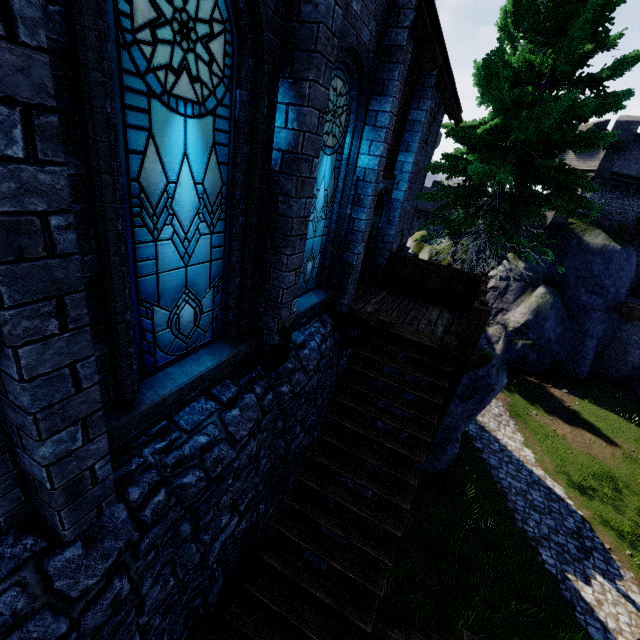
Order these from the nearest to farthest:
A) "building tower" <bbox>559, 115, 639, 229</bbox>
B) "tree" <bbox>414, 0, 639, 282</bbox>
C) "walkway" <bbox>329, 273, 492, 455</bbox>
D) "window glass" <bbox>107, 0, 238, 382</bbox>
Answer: "window glass" <bbox>107, 0, 238, 382</bbox>, "walkway" <bbox>329, 273, 492, 455</bbox>, "tree" <bbox>414, 0, 639, 282</bbox>, "building tower" <bbox>559, 115, 639, 229</bbox>

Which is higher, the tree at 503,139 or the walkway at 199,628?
the tree at 503,139

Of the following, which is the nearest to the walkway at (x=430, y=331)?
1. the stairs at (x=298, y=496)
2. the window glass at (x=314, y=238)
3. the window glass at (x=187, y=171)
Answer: the stairs at (x=298, y=496)

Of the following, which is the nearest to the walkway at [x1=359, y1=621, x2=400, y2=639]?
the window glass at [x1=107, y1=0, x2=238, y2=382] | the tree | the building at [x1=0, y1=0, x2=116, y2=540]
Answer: the building at [x1=0, y1=0, x2=116, y2=540]

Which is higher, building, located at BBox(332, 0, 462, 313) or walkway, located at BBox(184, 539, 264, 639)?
building, located at BBox(332, 0, 462, 313)

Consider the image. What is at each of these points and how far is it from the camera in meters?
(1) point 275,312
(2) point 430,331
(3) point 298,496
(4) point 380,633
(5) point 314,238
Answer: (1) building, 4.7
(2) walkway, 7.6
(3) stairs, 5.2
(4) walkway, 4.7
(5) window glass, 5.9

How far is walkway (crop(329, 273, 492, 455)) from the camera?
6.6m
